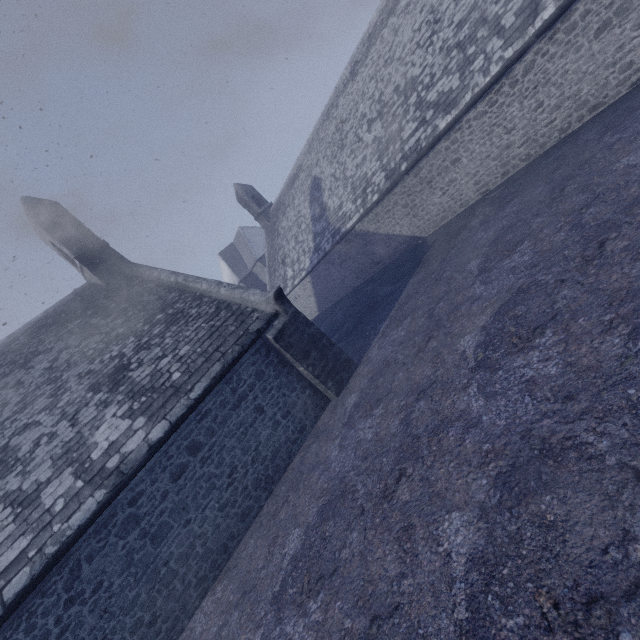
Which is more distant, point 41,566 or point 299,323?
point 299,323
